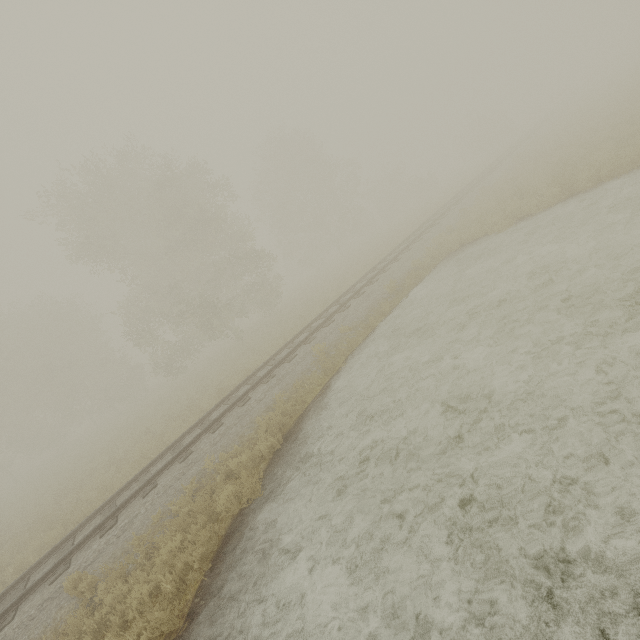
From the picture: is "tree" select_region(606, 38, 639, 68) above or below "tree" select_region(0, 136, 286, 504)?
below

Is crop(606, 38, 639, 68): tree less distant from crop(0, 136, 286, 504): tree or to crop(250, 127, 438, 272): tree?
crop(250, 127, 438, 272): tree

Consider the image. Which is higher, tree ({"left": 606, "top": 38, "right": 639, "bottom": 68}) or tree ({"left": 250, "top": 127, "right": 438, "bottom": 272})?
tree ({"left": 250, "top": 127, "right": 438, "bottom": 272})

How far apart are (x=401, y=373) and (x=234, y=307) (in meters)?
19.58

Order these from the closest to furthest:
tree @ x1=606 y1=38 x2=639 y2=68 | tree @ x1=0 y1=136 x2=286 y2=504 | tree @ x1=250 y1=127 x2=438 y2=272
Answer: tree @ x1=0 y1=136 x2=286 y2=504 → tree @ x1=250 y1=127 x2=438 y2=272 → tree @ x1=606 y1=38 x2=639 y2=68

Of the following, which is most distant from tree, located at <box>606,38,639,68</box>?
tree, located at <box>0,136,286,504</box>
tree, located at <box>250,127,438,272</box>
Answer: tree, located at <box>0,136,286,504</box>

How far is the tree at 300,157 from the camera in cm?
3672

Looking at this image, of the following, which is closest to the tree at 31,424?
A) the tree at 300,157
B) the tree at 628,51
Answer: the tree at 300,157
